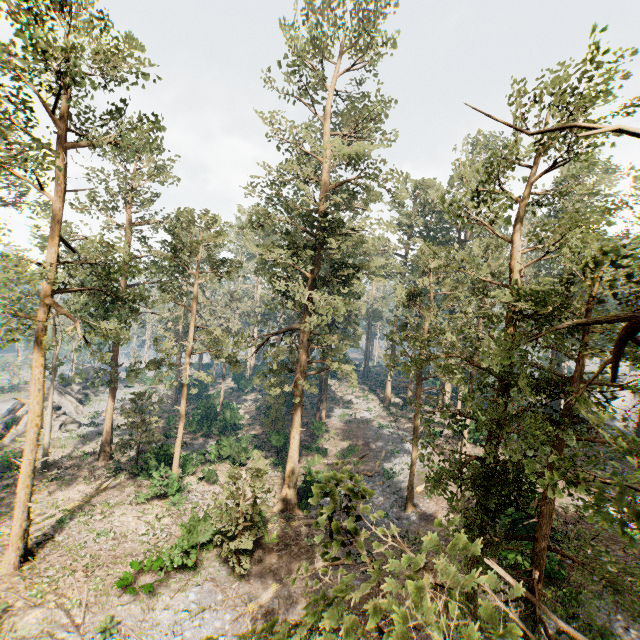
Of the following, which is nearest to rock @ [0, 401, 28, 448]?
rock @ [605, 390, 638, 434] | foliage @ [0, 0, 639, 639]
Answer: foliage @ [0, 0, 639, 639]

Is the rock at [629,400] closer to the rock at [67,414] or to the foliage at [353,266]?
the foliage at [353,266]

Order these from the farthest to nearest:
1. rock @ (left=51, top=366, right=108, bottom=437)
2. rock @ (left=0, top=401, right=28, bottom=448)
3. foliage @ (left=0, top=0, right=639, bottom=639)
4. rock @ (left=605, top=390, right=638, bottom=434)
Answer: rock @ (left=605, top=390, right=638, bottom=434) → rock @ (left=51, top=366, right=108, bottom=437) → rock @ (left=0, top=401, right=28, bottom=448) → foliage @ (left=0, top=0, right=639, bottom=639)

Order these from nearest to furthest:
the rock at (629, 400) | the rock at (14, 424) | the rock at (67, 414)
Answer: the rock at (14, 424) → the rock at (67, 414) → the rock at (629, 400)

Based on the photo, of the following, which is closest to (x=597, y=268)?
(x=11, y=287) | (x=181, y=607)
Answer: (x=181, y=607)

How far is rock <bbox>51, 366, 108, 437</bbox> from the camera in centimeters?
3550cm

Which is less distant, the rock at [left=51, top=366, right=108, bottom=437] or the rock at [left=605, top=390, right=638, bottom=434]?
the rock at [left=51, top=366, right=108, bottom=437]

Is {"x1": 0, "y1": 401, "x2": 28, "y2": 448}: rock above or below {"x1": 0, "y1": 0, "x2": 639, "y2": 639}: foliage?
below
